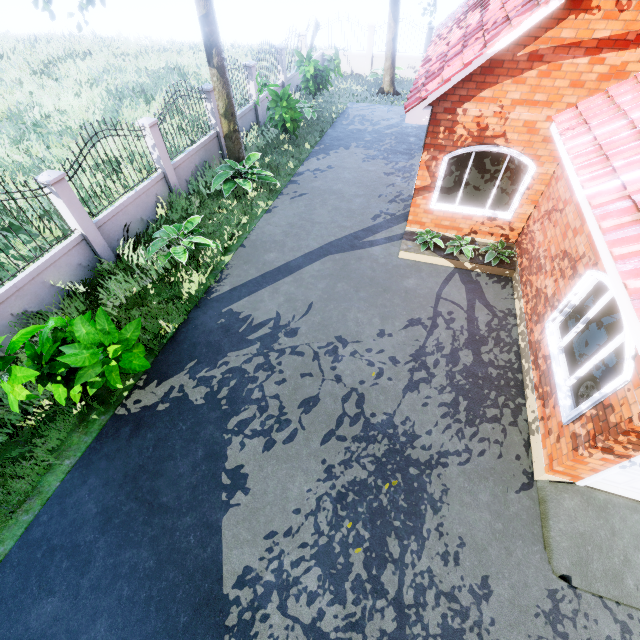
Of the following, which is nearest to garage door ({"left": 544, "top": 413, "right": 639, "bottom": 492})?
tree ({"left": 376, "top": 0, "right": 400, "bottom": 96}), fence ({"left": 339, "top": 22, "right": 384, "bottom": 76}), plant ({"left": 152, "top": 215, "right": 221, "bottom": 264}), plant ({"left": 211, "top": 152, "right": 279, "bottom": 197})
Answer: plant ({"left": 152, "top": 215, "right": 221, "bottom": 264})

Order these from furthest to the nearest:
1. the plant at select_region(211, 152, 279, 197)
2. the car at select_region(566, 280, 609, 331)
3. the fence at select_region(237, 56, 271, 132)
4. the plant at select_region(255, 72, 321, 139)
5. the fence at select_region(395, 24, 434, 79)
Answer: the fence at select_region(395, 24, 434, 79) → the fence at select_region(237, 56, 271, 132) → the plant at select_region(255, 72, 321, 139) → the plant at select_region(211, 152, 279, 197) → the car at select_region(566, 280, 609, 331)

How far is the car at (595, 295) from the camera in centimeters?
593cm

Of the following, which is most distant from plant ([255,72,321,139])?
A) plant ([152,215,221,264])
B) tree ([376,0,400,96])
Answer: tree ([376,0,400,96])

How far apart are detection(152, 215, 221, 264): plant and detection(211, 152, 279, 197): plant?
2.2 meters

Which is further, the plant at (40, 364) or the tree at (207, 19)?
the tree at (207, 19)

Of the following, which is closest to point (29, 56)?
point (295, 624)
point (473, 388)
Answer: point (473, 388)

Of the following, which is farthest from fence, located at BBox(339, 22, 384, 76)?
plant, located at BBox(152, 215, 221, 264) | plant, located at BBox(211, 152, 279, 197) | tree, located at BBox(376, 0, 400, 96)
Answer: plant, located at BBox(152, 215, 221, 264)
